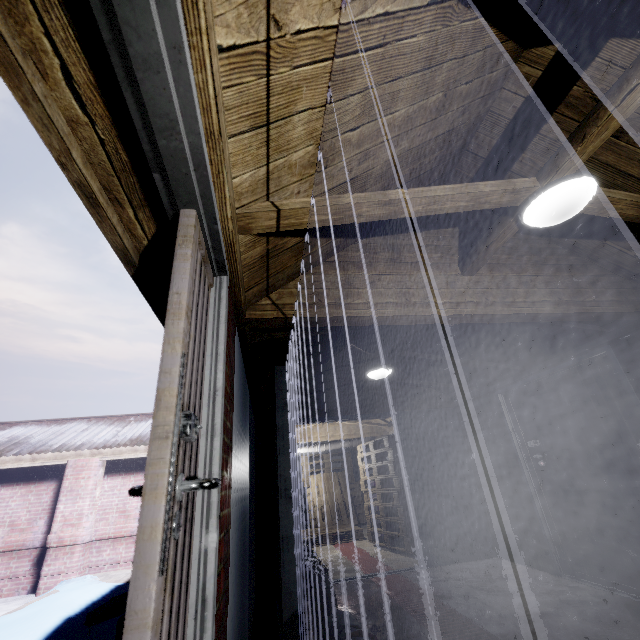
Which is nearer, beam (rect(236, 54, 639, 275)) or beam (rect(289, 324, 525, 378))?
beam (rect(236, 54, 639, 275))

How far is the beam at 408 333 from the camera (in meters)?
3.16

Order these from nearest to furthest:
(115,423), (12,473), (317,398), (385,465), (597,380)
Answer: (597,380) → (317,398) → (385,465) → (12,473) → (115,423)

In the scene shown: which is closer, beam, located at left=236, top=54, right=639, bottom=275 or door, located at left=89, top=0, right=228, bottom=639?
door, located at left=89, top=0, right=228, bottom=639

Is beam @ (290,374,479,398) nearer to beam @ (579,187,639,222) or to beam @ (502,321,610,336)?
beam @ (502,321,610,336)

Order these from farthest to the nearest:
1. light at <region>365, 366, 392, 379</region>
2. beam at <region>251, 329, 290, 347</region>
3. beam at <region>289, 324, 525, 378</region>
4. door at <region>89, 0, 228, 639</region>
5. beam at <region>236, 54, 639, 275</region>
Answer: →
light at <region>365, 366, 392, 379</region>
beam at <region>289, 324, 525, 378</region>
beam at <region>251, 329, 290, 347</region>
beam at <region>236, 54, 639, 275</region>
door at <region>89, 0, 228, 639</region>

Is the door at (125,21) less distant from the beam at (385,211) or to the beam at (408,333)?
the beam at (385,211)

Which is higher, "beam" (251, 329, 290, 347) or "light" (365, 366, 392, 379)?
"light" (365, 366, 392, 379)
